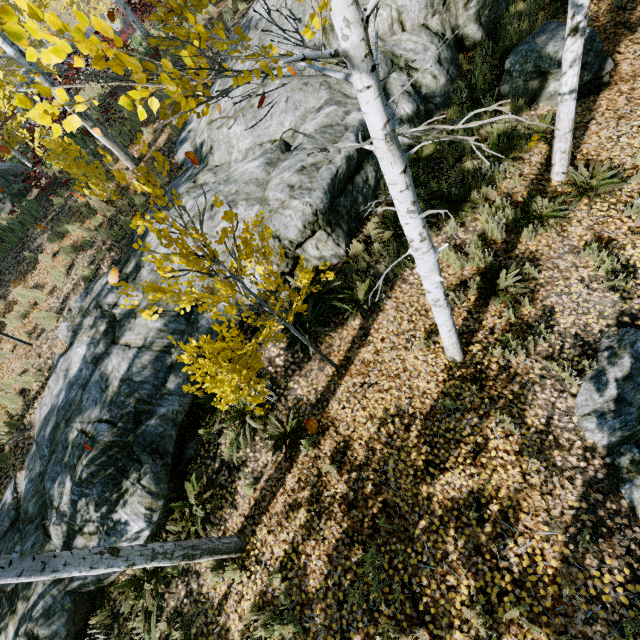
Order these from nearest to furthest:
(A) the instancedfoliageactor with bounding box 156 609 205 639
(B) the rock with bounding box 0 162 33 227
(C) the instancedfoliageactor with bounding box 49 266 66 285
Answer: (A) the instancedfoliageactor with bounding box 156 609 205 639, (C) the instancedfoliageactor with bounding box 49 266 66 285, (B) the rock with bounding box 0 162 33 227

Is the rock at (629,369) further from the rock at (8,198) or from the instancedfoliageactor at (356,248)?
the rock at (8,198)

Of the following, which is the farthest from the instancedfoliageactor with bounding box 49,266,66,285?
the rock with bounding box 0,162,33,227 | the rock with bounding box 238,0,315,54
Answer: the rock with bounding box 0,162,33,227

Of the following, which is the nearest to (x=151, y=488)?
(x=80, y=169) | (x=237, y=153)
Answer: (x=237, y=153)

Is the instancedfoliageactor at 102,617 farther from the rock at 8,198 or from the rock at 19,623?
the rock at 8,198

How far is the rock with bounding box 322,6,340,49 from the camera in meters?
7.2

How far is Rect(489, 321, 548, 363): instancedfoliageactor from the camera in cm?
484

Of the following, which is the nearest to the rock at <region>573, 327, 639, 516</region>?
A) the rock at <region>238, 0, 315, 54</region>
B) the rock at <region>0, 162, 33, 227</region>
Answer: the rock at <region>238, 0, 315, 54</region>
